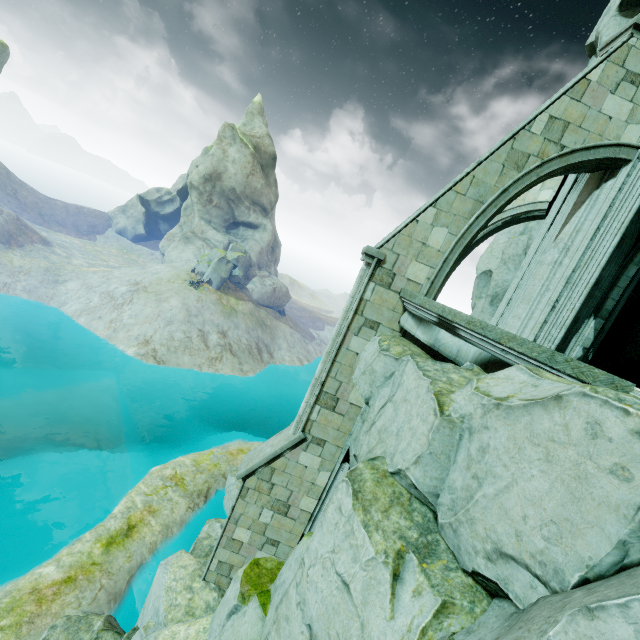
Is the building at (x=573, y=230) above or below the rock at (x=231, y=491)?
above

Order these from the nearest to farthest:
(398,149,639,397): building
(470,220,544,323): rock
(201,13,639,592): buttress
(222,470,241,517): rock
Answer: (398,149,639,397): building → (201,13,639,592): buttress → (470,220,544,323): rock → (222,470,241,517): rock

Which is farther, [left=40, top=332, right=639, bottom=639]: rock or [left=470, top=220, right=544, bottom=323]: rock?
[left=470, top=220, right=544, bottom=323]: rock

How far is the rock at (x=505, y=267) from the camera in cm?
1666

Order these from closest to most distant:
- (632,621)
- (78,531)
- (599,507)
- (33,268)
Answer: (632,621) < (599,507) < (78,531) < (33,268)

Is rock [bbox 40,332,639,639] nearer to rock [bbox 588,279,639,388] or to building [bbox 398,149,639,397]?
building [bbox 398,149,639,397]

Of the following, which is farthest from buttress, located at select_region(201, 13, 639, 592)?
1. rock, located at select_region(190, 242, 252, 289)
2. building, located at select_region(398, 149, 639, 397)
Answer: rock, located at select_region(190, 242, 252, 289)
